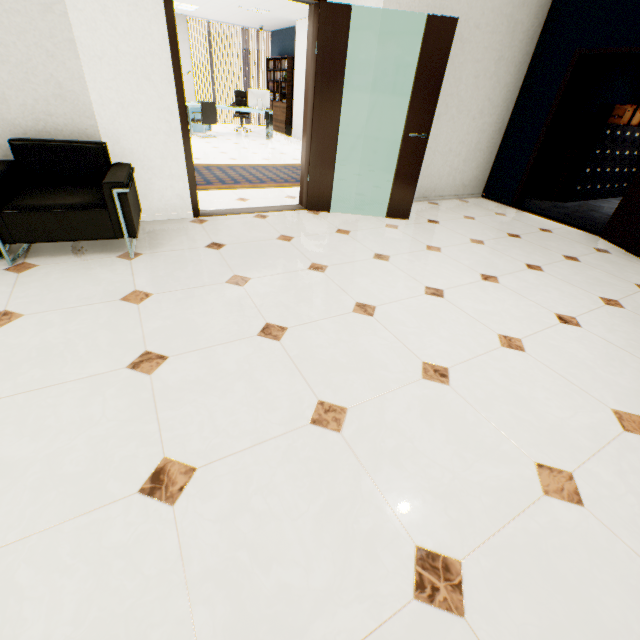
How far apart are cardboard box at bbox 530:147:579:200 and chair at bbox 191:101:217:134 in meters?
8.3 m

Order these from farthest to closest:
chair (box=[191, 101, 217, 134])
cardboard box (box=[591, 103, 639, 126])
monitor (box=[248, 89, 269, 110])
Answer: monitor (box=[248, 89, 269, 110]) → chair (box=[191, 101, 217, 134]) → cardboard box (box=[591, 103, 639, 126])

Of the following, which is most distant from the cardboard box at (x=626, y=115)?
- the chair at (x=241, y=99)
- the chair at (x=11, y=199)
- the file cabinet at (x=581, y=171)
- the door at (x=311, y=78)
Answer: the chair at (x=241, y=99)

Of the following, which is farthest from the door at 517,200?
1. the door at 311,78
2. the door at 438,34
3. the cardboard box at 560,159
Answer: A: the door at 311,78

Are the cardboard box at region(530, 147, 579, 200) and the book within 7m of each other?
no

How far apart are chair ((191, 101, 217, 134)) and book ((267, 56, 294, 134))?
2.9 meters

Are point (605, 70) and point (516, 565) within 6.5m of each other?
no

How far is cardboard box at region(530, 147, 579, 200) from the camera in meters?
5.9
